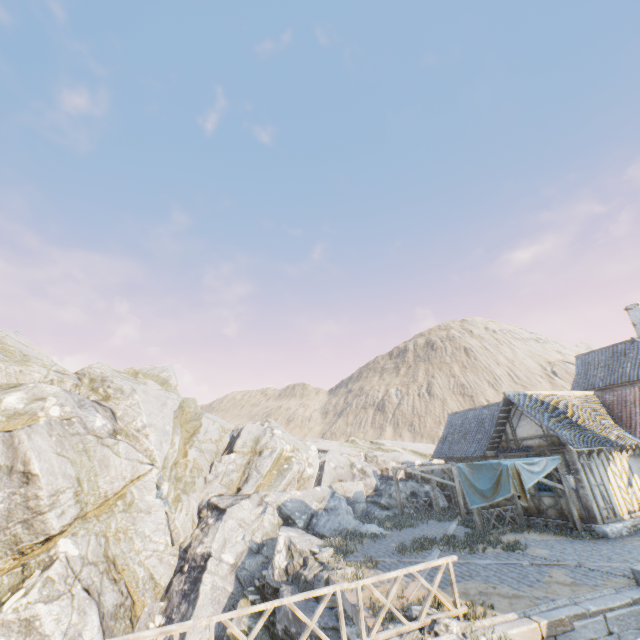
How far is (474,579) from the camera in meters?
10.1

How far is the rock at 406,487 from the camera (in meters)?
23.36

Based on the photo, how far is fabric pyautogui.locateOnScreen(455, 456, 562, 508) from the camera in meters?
13.4

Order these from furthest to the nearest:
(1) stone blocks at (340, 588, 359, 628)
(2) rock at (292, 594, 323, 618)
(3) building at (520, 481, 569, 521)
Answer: (3) building at (520, 481, 569, 521) → (2) rock at (292, 594, 323, 618) → (1) stone blocks at (340, 588, 359, 628)

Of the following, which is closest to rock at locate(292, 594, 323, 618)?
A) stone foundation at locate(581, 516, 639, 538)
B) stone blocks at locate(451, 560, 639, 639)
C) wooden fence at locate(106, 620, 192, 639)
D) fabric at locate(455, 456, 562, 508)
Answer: stone blocks at locate(451, 560, 639, 639)

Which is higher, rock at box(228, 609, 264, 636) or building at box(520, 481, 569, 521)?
building at box(520, 481, 569, 521)

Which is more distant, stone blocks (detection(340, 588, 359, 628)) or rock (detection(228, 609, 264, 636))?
rock (detection(228, 609, 264, 636))

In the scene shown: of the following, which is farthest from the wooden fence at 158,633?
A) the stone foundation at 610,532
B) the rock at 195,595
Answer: the stone foundation at 610,532
